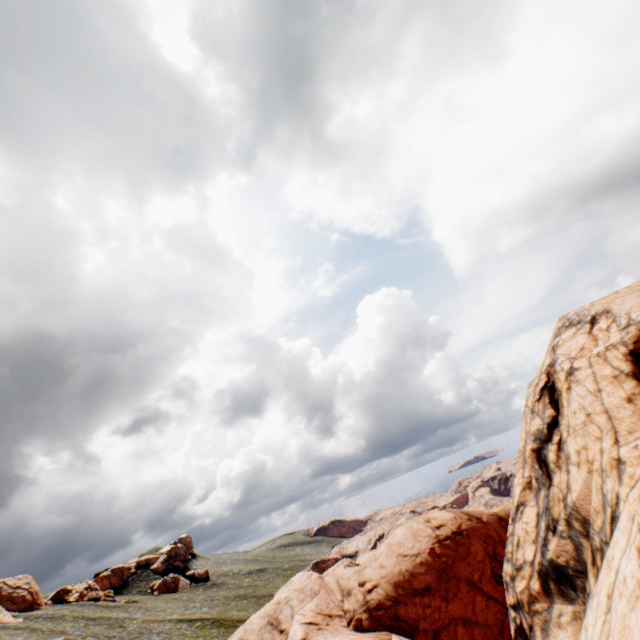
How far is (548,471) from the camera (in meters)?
11.44

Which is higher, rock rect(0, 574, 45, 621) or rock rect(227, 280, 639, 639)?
rock rect(0, 574, 45, 621)

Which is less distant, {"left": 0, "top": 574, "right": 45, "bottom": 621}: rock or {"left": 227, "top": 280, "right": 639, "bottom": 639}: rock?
{"left": 227, "top": 280, "right": 639, "bottom": 639}: rock

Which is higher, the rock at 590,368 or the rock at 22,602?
the rock at 22,602

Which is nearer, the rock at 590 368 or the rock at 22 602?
the rock at 590 368
